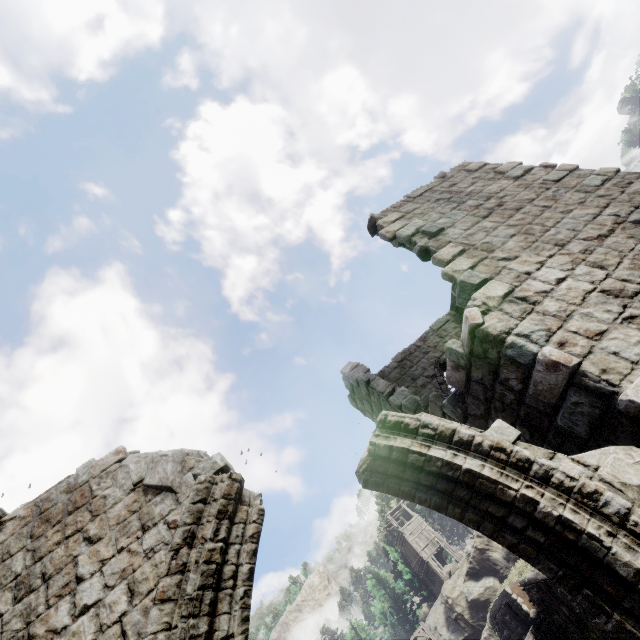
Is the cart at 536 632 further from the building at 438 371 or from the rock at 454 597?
the rock at 454 597

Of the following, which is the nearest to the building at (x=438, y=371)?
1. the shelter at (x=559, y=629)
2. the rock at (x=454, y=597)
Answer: the shelter at (x=559, y=629)

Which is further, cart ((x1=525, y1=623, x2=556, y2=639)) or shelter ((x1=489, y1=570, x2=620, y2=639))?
cart ((x1=525, y1=623, x2=556, y2=639))

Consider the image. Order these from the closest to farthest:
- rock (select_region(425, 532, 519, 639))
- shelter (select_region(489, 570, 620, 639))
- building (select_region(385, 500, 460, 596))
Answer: shelter (select_region(489, 570, 620, 639)), rock (select_region(425, 532, 519, 639)), building (select_region(385, 500, 460, 596))

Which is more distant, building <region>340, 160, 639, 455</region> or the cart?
the cart

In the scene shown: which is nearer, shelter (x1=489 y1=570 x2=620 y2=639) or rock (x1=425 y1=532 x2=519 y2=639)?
shelter (x1=489 y1=570 x2=620 y2=639)

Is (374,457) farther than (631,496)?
Yes

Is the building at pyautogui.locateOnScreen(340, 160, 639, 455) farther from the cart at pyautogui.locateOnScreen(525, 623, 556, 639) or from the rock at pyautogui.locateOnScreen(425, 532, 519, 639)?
the cart at pyautogui.locateOnScreen(525, 623, 556, 639)
